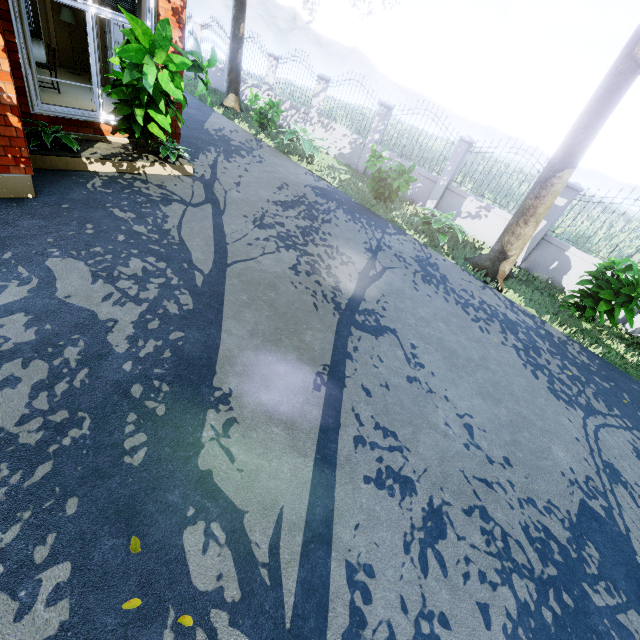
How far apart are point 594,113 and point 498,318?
4.41m

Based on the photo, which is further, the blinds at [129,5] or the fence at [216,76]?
the fence at [216,76]

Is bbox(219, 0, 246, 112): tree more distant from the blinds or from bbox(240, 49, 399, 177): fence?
the blinds

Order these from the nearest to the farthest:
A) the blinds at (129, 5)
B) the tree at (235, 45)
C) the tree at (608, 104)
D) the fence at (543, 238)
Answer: the tree at (608, 104) → the blinds at (129, 5) → the fence at (543, 238) → the tree at (235, 45)

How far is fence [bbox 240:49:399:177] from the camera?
11.7 meters

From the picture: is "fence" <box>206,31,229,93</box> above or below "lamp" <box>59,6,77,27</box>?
below

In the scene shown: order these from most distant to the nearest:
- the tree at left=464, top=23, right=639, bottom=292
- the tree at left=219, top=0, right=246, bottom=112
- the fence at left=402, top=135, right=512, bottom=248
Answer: the tree at left=219, top=0, right=246, bottom=112
the fence at left=402, top=135, right=512, bottom=248
the tree at left=464, top=23, right=639, bottom=292

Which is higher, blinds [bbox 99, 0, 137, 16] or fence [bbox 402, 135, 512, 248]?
blinds [bbox 99, 0, 137, 16]
